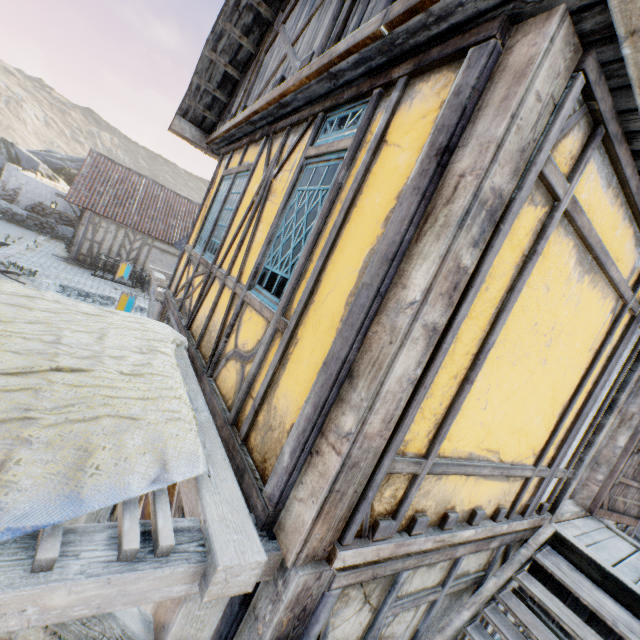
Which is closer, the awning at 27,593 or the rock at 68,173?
the awning at 27,593

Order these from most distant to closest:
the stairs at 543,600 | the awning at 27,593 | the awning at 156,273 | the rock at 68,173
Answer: the rock at 68,173 → the awning at 156,273 → the stairs at 543,600 → the awning at 27,593

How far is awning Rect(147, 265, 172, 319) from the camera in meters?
6.5 m

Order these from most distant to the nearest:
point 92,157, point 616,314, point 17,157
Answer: point 17,157
point 92,157
point 616,314

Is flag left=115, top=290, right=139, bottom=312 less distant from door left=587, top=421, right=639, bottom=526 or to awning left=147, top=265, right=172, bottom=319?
awning left=147, top=265, right=172, bottom=319

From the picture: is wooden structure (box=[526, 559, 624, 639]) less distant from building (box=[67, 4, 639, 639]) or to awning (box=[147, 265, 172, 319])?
building (box=[67, 4, 639, 639])

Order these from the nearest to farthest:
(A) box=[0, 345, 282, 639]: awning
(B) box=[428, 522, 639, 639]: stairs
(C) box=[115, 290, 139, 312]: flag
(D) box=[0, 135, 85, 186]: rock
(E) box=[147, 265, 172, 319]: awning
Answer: (A) box=[0, 345, 282, 639]: awning → (B) box=[428, 522, 639, 639]: stairs → (C) box=[115, 290, 139, 312]: flag → (E) box=[147, 265, 172, 319]: awning → (D) box=[0, 135, 85, 186]: rock

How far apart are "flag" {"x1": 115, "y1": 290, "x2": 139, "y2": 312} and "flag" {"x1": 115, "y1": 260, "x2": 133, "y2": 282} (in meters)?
3.36
